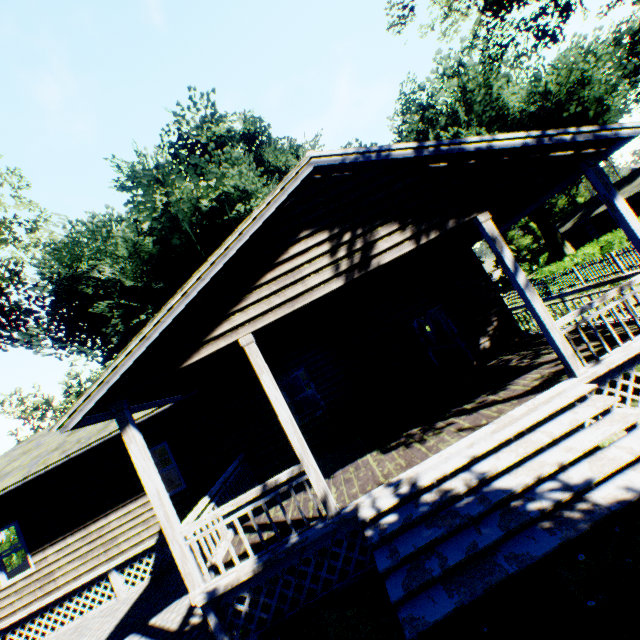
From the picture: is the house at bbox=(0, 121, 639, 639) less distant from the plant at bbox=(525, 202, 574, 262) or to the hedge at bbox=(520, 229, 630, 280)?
the plant at bbox=(525, 202, 574, 262)

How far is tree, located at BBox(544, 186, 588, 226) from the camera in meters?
54.0 m

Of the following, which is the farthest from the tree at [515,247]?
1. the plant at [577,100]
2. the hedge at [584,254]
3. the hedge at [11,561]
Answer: the hedge at [11,561]

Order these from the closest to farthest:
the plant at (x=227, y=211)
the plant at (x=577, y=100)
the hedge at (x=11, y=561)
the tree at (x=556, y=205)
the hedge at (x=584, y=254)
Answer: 1. the hedge at (x=11, y=561)
2. the plant at (x=227, y=211)
3. the hedge at (x=584, y=254)
4. the plant at (x=577, y=100)
5. the tree at (x=556, y=205)

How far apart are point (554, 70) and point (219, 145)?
28.6m

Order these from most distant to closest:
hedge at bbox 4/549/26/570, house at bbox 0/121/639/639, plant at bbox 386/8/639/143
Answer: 1. plant at bbox 386/8/639/143
2. hedge at bbox 4/549/26/570
3. house at bbox 0/121/639/639

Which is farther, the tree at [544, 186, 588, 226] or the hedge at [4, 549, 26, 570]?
the tree at [544, 186, 588, 226]
